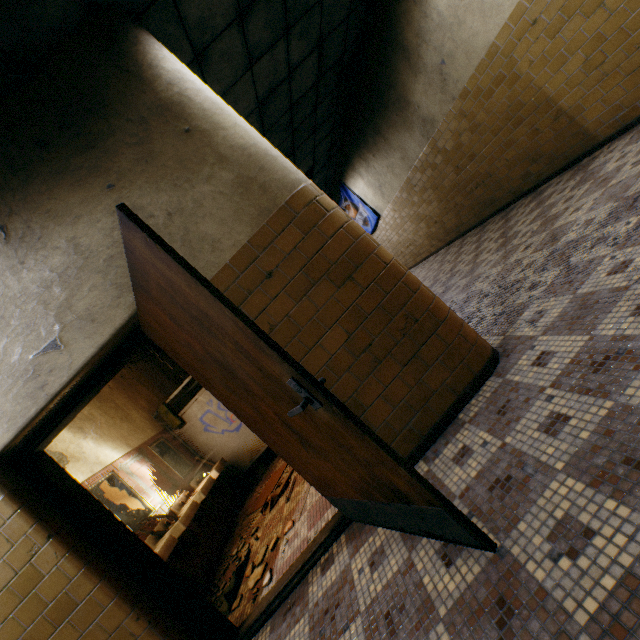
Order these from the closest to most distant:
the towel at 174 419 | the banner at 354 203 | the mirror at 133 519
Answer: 1. the mirror at 133 519
2. the towel at 174 419
3. the banner at 354 203

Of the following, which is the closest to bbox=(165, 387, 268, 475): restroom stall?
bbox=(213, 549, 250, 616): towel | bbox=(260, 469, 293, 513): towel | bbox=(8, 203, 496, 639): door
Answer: bbox=(260, 469, 293, 513): towel

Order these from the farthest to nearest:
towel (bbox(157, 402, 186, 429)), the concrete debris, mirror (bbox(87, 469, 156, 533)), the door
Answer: towel (bbox(157, 402, 186, 429)) → mirror (bbox(87, 469, 156, 533)) → the concrete debris → the door

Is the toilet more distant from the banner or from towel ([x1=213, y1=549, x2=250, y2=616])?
the banner

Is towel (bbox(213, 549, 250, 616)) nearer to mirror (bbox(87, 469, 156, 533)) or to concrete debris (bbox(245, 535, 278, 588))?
concrete debris (bbox(245, 535, 278, 588))

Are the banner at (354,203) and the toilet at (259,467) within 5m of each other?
no

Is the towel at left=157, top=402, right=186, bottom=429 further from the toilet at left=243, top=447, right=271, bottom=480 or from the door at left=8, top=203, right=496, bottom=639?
the door at left=8, top=203, right=496, bottom=639

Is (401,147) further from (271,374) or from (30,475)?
(30,475)
